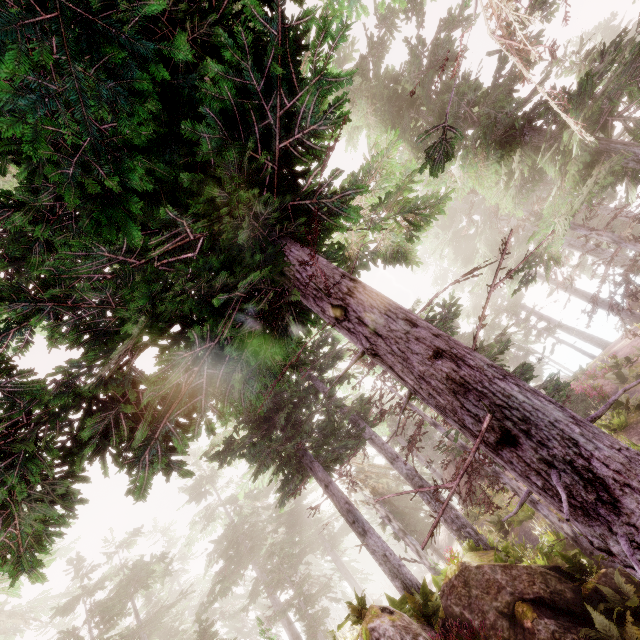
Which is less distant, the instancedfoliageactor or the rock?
the instancedfoliageactor

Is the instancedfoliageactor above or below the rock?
above

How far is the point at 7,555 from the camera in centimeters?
2441cm

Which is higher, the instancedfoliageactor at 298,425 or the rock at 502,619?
the instancedfoliageactor at 298,425

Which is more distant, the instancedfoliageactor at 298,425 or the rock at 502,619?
the rock at 502,619
